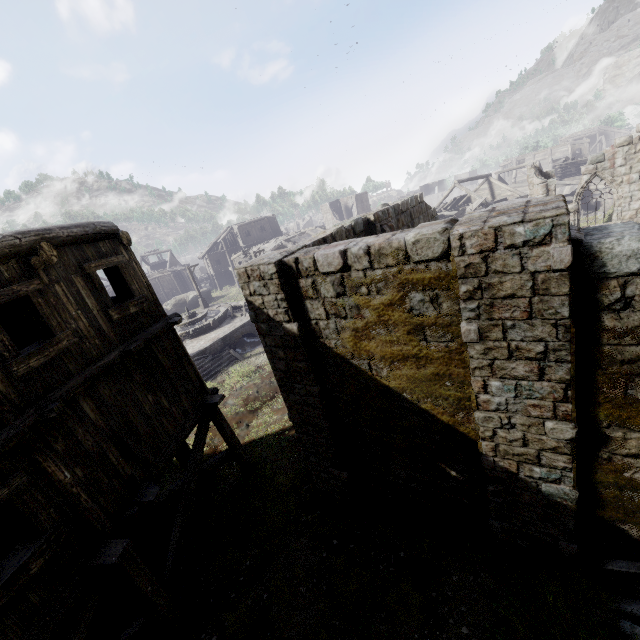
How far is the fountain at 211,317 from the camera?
25.7m

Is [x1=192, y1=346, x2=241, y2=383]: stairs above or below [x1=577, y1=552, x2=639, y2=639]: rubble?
below

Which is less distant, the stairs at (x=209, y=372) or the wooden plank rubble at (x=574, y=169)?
the stairs at (x=209, y=372)

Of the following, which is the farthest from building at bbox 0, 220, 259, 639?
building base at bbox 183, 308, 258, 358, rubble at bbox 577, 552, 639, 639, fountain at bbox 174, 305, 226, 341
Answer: fountain at bbox 174, 305, 226, 341

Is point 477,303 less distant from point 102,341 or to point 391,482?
point 391,482

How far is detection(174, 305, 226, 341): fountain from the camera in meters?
25.7 m

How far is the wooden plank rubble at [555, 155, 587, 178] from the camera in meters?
39.2

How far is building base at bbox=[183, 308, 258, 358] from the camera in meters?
22.9 m
